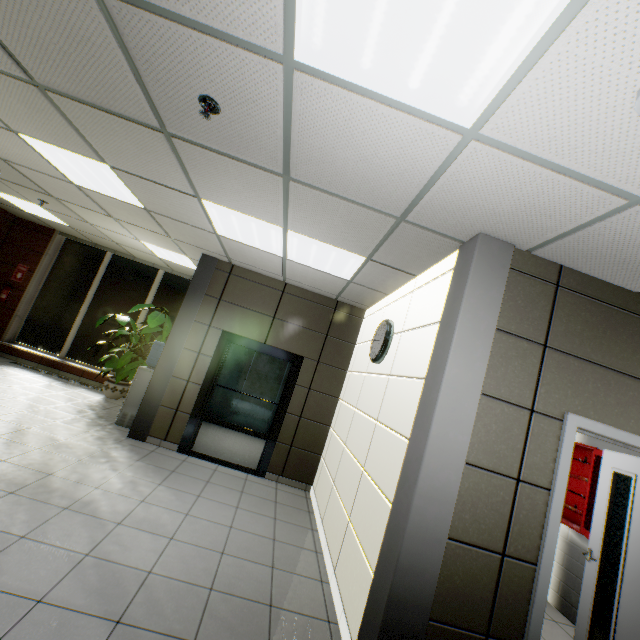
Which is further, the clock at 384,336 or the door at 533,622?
the clock at 384,336

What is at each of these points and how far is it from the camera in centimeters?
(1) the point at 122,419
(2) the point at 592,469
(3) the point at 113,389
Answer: (1) water container, 553cm
(2) cabinet, 392cm
(3) flower pot, 692cm

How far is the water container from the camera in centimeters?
554cm

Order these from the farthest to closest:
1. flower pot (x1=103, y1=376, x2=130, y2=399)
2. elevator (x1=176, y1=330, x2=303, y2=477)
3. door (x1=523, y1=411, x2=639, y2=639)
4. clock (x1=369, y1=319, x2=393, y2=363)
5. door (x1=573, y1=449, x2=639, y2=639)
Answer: flower pot (x1=103, y1=376, x2=130, y2=399), elevator (x1=176, y1=330, x2=303, y2=477), clock (x1=369, y1=319, x2=393, y2=363), door (x1=573, y1=449, x2=639, y2=639), door (x1=523, y1=411, x2=639, y2=639)

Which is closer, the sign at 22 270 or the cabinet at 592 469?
the cabinet at 592 469

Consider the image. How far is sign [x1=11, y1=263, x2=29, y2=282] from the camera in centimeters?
782cm

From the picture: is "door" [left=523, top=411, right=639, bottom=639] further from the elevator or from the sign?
the sign

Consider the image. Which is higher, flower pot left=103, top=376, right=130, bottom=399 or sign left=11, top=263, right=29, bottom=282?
sign left=11, top=263, right=29, bottom=282
